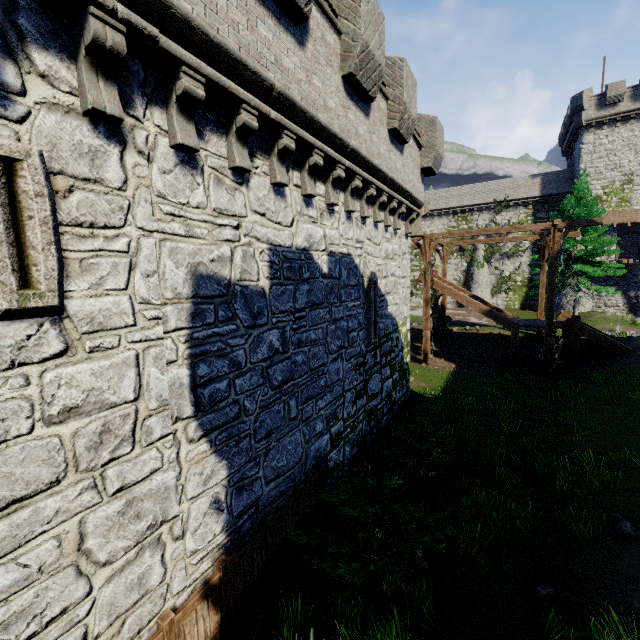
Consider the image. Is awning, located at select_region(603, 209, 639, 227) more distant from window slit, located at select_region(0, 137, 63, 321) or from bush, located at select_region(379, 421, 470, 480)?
window slit, located at select_region(0, 137, 63, 321)

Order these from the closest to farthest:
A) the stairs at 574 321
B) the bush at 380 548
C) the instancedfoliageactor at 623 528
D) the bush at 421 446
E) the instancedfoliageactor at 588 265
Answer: the bush at 380 548 < the instancedfoliageactor at 623 528 < the bush at 421 446 < the stairs at 574 321 < the instancedfoliageactor at 588 265

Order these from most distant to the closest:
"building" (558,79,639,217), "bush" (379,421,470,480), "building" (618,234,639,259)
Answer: "building" (618,234,639,259), "building" (558,79,639,217), "bush" (379,421,470,480)

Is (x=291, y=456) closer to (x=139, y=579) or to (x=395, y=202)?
(x=139, y=579)

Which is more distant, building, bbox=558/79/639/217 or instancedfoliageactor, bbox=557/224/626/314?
building, bbox=558/79/639/217

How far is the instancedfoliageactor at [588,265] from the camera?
20.64m

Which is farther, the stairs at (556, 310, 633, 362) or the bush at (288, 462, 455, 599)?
the stairs at (556, 310, 633, 362)

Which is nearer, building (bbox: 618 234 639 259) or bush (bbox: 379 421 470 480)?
bush (bbox: 379 421 470 480)
